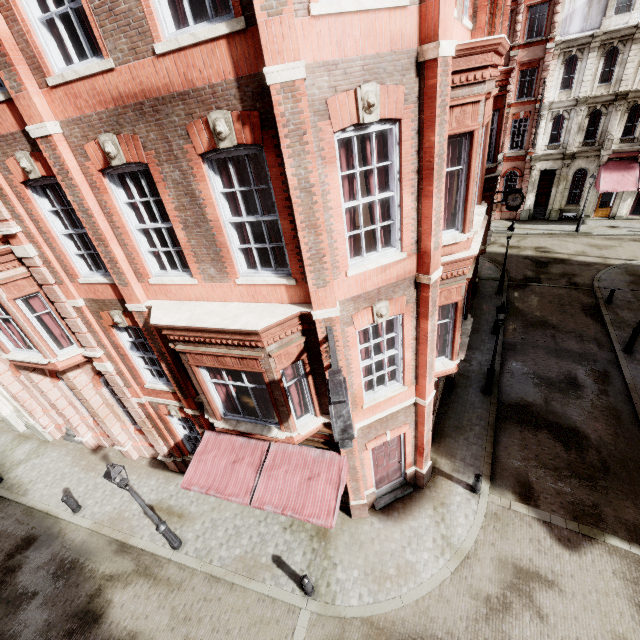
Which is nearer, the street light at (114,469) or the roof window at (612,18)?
the street light at (114,469)

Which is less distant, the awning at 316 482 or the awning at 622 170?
the awning at 316 482

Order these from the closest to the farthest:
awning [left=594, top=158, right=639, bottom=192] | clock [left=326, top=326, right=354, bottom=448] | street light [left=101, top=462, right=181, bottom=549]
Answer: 1. clock [left=326, top=326, right=354, bottom=448]
2. street light [left=101, top=462, right=181, bottom=549]
3. awning [left=594, top=158, right=639, bottom=192]

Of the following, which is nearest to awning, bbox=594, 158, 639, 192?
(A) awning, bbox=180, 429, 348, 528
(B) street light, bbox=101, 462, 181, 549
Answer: (A) awning, bbox=180, 429, 348, 528

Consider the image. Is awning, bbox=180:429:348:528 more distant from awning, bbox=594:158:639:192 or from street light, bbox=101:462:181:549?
awning, bbox=594:158:639:192

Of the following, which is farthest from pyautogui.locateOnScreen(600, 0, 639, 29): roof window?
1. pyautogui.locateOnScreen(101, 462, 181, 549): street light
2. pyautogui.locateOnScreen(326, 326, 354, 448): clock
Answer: pyautogui.locateOnScreen(101, 462, 181, 549): street light

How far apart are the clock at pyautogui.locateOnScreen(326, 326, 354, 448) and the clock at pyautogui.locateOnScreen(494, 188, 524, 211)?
19.6m

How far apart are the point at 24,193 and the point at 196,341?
5.4 meters
